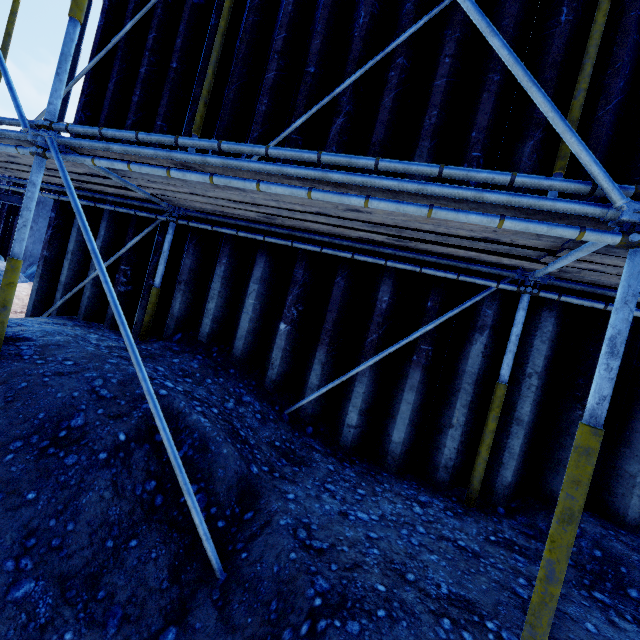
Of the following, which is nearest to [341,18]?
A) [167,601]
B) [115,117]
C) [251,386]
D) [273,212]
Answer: [273,212]

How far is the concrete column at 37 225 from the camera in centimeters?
1270cm

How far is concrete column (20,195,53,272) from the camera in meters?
12.7

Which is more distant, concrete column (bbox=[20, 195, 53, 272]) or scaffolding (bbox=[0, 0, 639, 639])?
concrete column (bbox=[20, 195, 53, 272])

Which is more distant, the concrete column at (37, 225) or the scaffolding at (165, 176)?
the concrete column at (37, 225)
